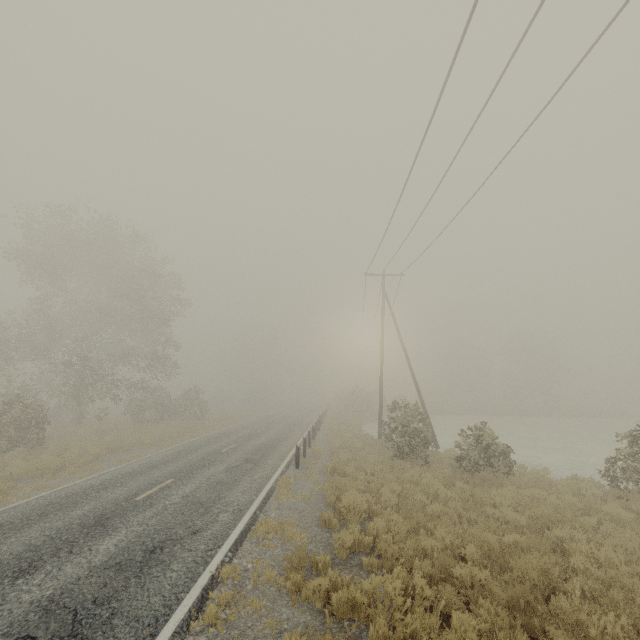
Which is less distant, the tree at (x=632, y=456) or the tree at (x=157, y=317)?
the tree at (x=632, y=456)

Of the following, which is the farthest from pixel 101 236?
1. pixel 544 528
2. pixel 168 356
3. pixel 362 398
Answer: pixel 362 398

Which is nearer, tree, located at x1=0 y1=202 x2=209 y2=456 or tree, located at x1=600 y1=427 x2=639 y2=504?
tree, located at x1=600 y1=427 x2=639 y2=504
